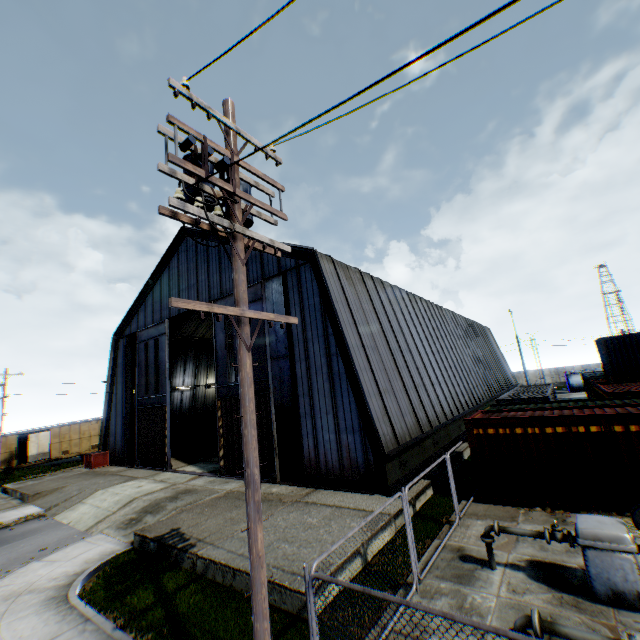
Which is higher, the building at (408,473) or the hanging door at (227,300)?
the hanging door at (227,300)

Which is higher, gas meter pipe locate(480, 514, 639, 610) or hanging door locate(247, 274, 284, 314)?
hanging door locate(247, 274, 284, 314)

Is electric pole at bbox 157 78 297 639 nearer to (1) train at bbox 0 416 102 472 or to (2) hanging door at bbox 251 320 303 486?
(2) hanging door at bbox 251 320 303 486

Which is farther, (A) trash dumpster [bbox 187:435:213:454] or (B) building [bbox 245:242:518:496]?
(A) trash dumpster [bbox 187:435:213:454]

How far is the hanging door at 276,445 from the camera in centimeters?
1571cm

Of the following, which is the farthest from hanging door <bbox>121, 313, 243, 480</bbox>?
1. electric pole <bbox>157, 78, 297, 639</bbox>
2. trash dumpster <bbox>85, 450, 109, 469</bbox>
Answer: electric pole <bbox>157, 78, 297, 639</bbox>

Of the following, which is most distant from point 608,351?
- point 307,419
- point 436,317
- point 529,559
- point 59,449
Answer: point 59,449

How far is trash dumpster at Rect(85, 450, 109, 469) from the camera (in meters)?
25.55
